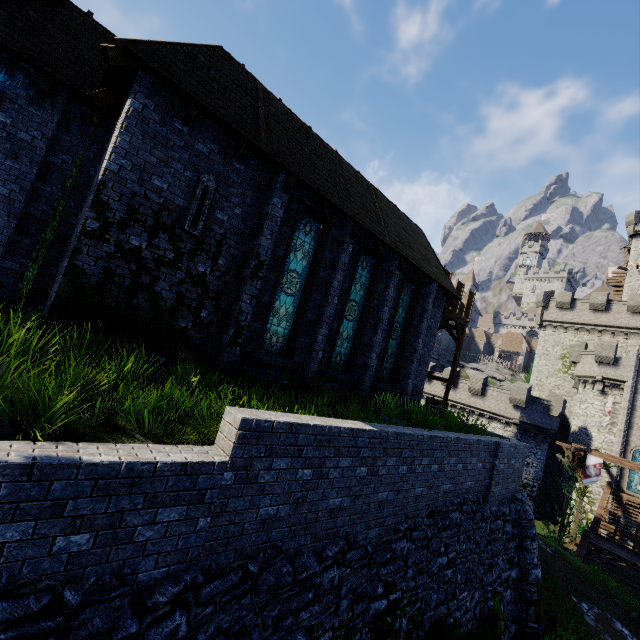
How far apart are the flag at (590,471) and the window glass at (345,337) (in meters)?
21.27

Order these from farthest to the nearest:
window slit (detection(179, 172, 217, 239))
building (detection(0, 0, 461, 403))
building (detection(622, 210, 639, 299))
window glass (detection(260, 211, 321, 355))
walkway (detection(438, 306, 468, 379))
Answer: building (detection(622, 210, 639, 299))
walkway (detection(438, 306, 468, 379))
window glass (detection(260, 211, 321, 355))
window slit (detection(179, 172, 217, 239))
building (detection(0, 0, 461, 403))

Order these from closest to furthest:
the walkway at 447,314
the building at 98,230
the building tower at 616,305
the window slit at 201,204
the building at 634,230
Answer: the building at 98,230 < the window slit at 201,204 < the walkway at 447,314 < the building tower at 616,305 < the building at 634,230

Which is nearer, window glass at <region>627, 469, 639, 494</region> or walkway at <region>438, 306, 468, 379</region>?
walkway at <region>438, 306, 468, 379</region>

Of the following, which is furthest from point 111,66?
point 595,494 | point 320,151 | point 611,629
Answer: point 595,494

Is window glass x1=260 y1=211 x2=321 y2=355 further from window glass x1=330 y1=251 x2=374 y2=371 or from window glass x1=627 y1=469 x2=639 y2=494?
window glass x1=627 y1=469 x2=639 y2=494

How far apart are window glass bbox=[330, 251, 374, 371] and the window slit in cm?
545

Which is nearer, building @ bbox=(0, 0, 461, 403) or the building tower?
building @ bbox=(0, 0, 461, 403)
